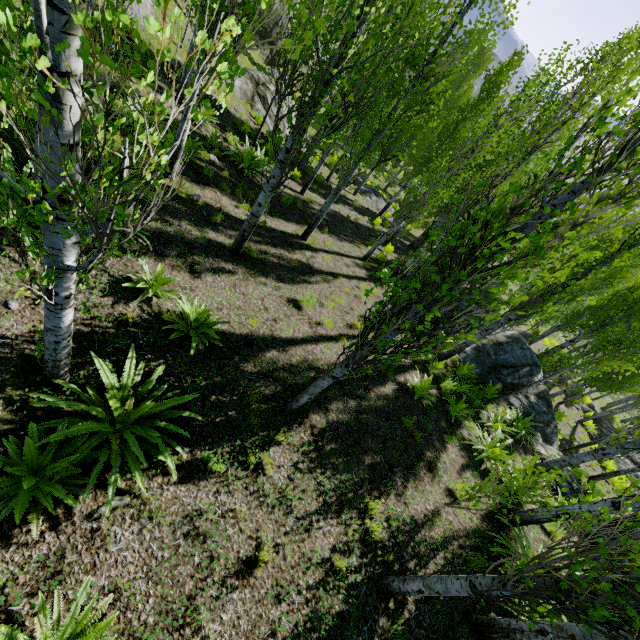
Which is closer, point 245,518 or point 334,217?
point 245,518

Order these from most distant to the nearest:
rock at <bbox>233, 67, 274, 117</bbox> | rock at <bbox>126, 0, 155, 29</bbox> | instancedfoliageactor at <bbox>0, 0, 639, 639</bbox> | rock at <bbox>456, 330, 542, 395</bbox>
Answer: rock at <bbox>233, 67, 274, 117</bbox>, rock at <bbox>456, 330, 542, 395</bbox>, rock at <bbox>126, 0, 155, 29</bbox>, instancedfoliageactor at <bbox>0, 0, 639, 639</bbox>

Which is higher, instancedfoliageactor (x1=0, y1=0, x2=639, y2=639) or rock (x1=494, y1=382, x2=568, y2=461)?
instancedfoliageactor (x1=0, y1=0, x2=639, y2=639)

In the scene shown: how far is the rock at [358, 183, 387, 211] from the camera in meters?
23.1

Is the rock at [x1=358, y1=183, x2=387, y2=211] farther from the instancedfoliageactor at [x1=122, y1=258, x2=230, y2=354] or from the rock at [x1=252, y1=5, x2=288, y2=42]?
the rock at [x1=252, y1=5, x2=288, y2=42]

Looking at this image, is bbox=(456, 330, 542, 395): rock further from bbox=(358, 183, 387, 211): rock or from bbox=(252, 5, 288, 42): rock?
bbox=(252, 5, 288, 42): rock

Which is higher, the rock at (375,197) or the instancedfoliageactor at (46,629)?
the instancedfoliageactor at (46,629)

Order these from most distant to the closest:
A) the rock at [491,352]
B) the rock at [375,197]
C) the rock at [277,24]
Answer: the rock at [277,24] < the rock at [375,197] < the rock at [491,352]
